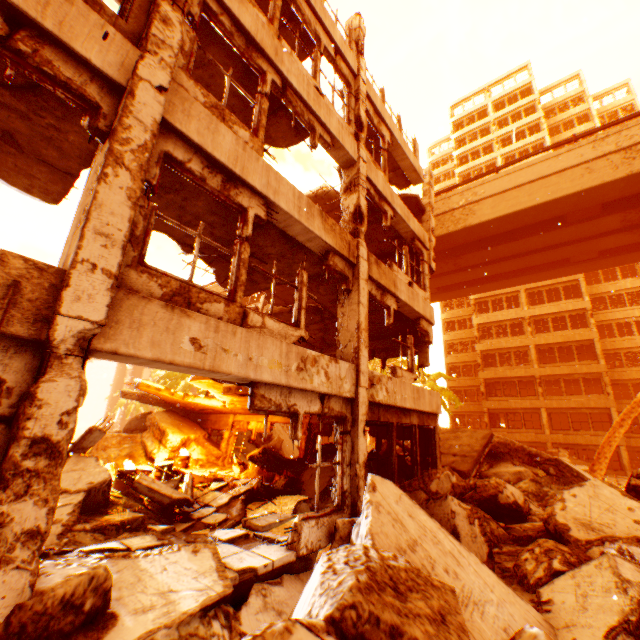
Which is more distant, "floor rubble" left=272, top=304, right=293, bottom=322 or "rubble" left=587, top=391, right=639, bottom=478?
"floor rubble" left=272, top=304, right=293, bottom=322

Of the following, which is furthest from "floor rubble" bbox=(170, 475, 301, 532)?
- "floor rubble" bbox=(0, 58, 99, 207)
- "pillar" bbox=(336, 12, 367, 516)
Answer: "floor rubble" bbox=(0, 58, 99, 207)

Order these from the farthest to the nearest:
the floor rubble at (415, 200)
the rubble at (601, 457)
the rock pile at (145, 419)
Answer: the floor rubble at (415, 200), the rubble at (601, 457), the rock pile at (145, 419)

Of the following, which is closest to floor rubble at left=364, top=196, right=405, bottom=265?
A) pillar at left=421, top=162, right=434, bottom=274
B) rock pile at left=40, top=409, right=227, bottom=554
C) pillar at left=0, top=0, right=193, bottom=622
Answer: pillar at left=421, top=162, right=434, bottom=274

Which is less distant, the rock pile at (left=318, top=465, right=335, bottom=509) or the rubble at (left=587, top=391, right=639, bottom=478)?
the rock pile at (left=318, top=465, right=335, bottom=509)

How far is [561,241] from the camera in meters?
22.1 m

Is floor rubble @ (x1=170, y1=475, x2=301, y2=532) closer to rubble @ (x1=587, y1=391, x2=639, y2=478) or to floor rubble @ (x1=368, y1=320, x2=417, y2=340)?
floor rubble @ (x1=368, y1=320, x2=417, y2=340)

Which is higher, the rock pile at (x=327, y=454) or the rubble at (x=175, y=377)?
the rubble at (x=175, y=377)
